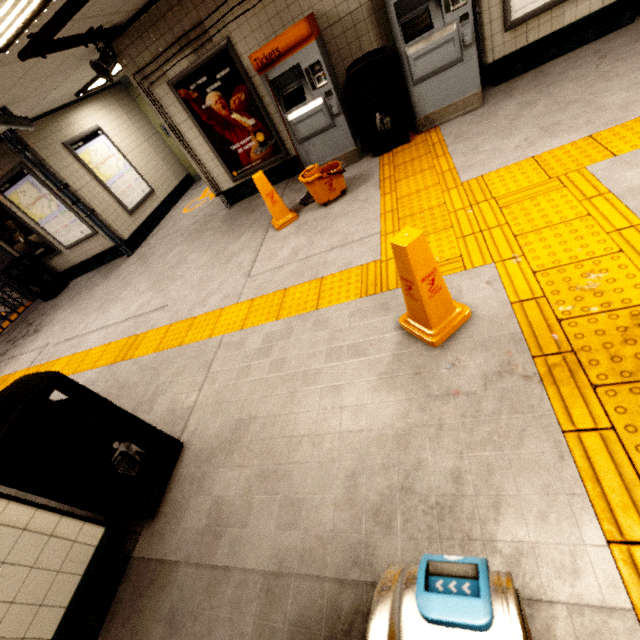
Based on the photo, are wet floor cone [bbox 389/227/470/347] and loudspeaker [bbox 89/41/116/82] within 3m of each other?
no

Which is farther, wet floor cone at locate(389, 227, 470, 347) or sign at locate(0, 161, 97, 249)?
sign at locate(0, 161, 97, 249)

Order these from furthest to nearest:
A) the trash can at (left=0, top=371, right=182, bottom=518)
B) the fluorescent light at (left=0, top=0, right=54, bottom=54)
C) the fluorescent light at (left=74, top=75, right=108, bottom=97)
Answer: the fluorescent light at (left=74, top=75, right=108, bottom=97) < the fluorescent light at (left=0, top=0, right=54, bottom=54) < the trash can at (left=0, top=371, right=182, bottom=518)

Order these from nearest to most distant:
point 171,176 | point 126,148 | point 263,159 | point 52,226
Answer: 1. point 263,159
2. point 52,226
3. point 126,148
4. point 171,176

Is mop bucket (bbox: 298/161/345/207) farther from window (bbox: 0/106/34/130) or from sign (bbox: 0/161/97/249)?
sign (bbox: 0/161/97/249)

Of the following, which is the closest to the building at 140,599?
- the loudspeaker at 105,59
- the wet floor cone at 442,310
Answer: the wet floor cone at 442,310

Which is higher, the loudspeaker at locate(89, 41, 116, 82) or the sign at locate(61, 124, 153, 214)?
the loudspeaker at locate(89, 41, 116, 82)

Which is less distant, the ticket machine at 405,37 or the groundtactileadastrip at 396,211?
the groundtactileadastrip at 396,211
